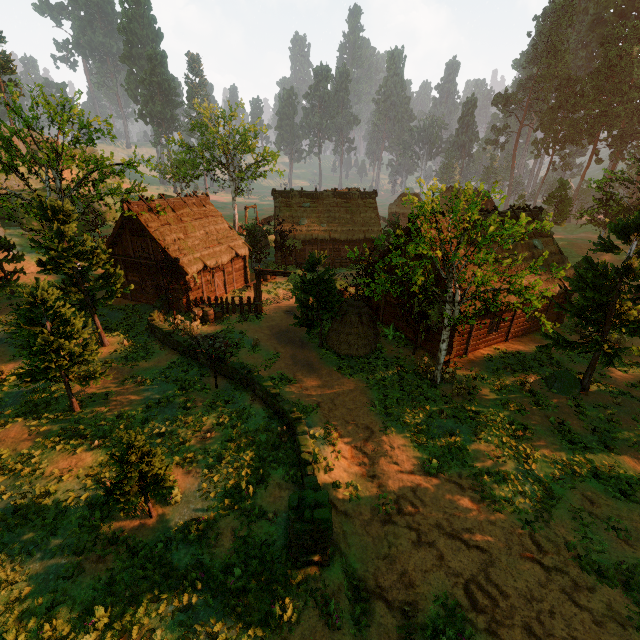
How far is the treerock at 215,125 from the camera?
34.8 meters

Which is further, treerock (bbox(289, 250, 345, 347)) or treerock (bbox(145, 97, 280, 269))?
treerock (bbox(145, 97, 280, 269))

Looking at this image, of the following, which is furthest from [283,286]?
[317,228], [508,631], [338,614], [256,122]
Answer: [508,631]

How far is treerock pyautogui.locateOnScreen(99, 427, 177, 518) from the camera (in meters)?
9.17

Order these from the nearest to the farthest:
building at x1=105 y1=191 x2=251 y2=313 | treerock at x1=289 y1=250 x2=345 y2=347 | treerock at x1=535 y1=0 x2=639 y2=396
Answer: treerock at x1=535 y1=0 x2=639 y2=396
treerock at x1=289 y1=250 x2=345 y2=347
building at x1=105 y1=191 x2=251 y2=313

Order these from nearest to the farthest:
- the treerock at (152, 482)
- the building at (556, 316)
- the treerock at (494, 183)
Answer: the treerock at (152, 482) < the treerock at (494, 183) < the building at (556, 316)

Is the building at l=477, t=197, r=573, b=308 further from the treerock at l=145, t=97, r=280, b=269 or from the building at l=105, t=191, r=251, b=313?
the building at l=105, t=191, r=251, b=313

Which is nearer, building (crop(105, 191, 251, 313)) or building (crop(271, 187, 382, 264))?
building (crop(105, 191, 251, 313))
